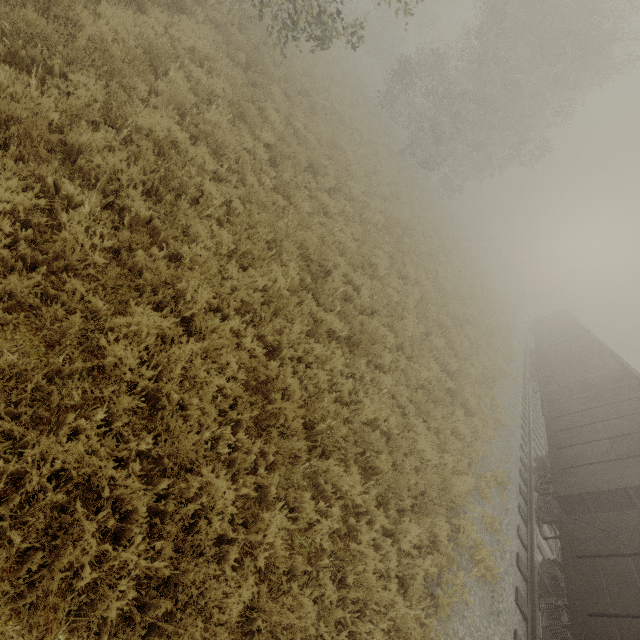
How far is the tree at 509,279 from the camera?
51.97m

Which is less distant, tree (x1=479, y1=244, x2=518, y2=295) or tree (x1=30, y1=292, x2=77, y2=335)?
tree (x1=30, y1=292, x2=77, y2=335)

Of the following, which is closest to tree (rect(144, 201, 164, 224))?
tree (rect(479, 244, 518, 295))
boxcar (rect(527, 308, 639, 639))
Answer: boxcar (rect(527, 308, 639, 639))

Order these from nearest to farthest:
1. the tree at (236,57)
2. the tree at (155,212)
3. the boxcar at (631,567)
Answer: the tree at (236,57), the tree at (155,212), the boxcar at (631,567)

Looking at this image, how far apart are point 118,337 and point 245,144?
5.9 meters

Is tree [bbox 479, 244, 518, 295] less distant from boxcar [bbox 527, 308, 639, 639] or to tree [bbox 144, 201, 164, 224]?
boxcar [bbox 527, 308, 639, 639]

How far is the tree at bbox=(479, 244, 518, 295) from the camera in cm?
5197
